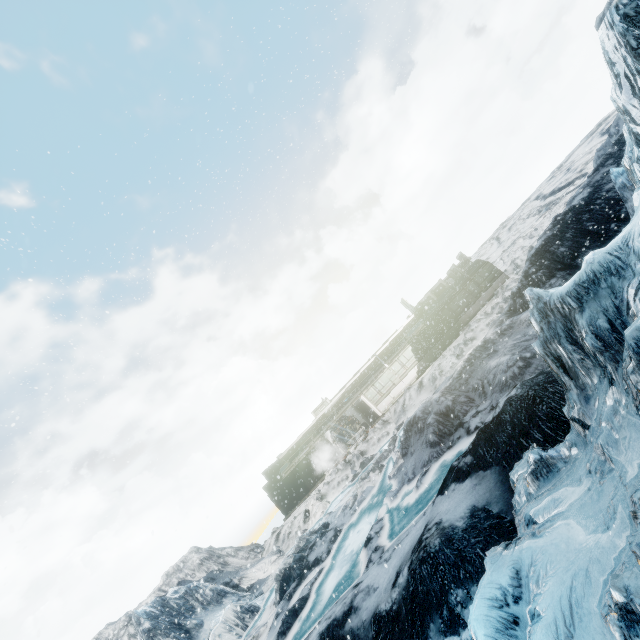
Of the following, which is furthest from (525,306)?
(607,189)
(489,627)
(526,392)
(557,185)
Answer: (557,185)
